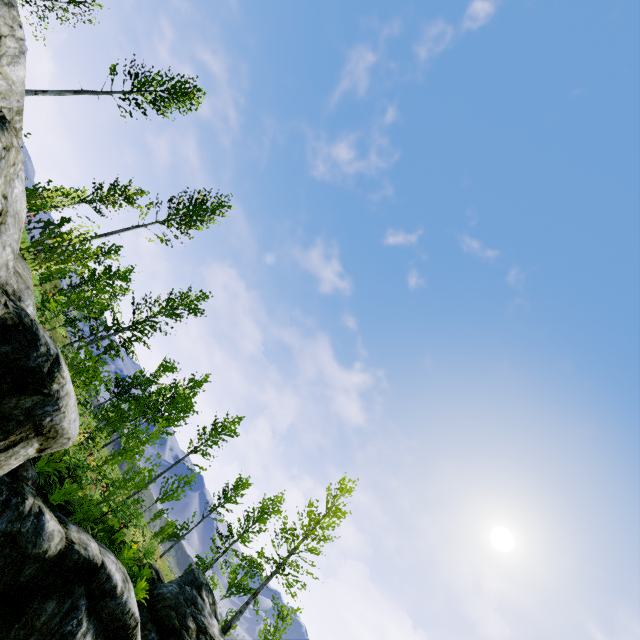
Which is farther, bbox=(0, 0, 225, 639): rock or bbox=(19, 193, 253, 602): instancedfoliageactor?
bbox=(19, 193, 253, 602): instancedfoliageactor

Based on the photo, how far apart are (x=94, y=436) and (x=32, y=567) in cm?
858

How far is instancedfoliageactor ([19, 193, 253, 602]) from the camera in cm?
966

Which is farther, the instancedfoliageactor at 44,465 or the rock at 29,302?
the instancedfoliageactor at 44,465

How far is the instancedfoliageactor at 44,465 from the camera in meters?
9.7
